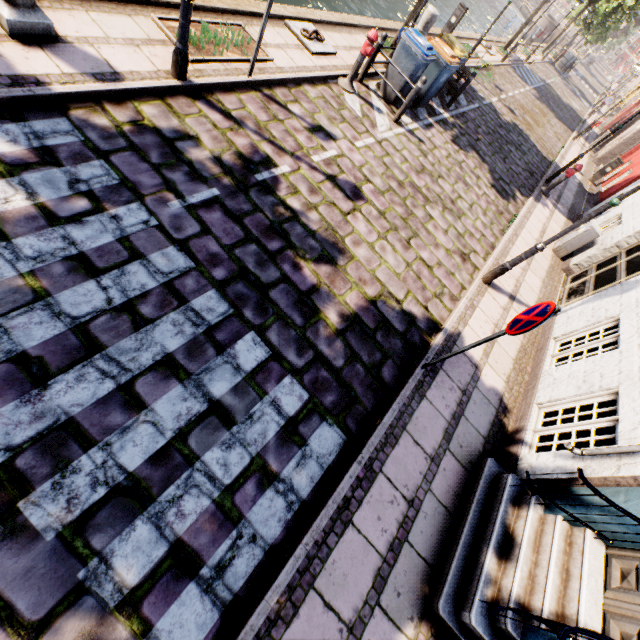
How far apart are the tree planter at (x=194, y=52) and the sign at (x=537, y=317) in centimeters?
628cm

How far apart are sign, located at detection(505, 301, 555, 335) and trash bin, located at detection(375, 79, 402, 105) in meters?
7.3

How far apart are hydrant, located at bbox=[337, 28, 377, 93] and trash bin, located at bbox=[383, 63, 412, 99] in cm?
107

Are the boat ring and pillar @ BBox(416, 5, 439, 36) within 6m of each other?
yes

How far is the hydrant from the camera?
6.9 meters

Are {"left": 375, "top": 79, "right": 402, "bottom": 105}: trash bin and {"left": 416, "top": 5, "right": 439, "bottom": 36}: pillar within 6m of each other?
yes

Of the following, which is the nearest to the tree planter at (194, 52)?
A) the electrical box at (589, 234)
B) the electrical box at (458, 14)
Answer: the electrical box at (589, 234)

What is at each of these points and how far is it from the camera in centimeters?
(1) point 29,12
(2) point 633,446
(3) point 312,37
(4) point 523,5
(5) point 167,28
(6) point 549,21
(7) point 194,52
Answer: (1) pillar, 388cm
(2) building, 343cm
(3) boat ring, 758cm
(4) bridge, 4144cm
(5) tree planter, 538cm
(6) bridge, 3981cm
(7) tree planter, 545cm
